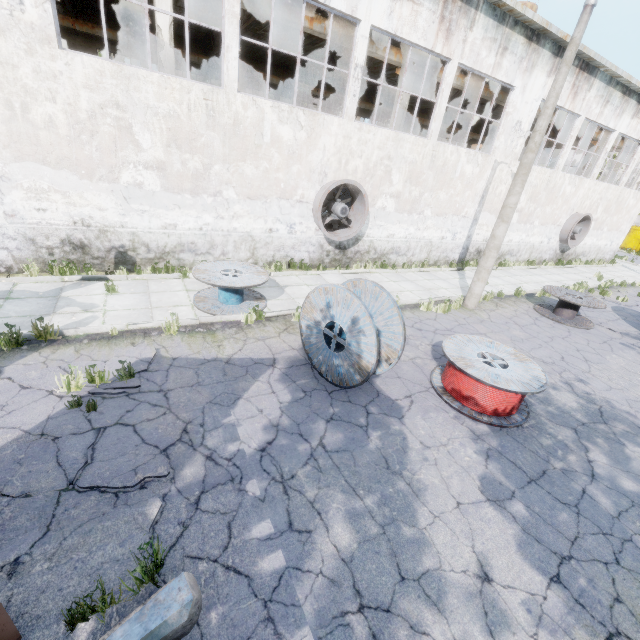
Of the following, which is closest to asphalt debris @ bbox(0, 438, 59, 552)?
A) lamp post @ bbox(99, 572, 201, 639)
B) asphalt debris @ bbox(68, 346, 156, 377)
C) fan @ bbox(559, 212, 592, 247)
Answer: lamp post @ bbox(99, 572, 201, 639)

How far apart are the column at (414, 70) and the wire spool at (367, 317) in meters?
11.2 m

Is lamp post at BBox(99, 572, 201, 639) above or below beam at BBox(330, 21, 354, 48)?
below

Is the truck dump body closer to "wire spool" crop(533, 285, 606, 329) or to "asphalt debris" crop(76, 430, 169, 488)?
"asphalt debris" crop(76, 430, 169, 488)

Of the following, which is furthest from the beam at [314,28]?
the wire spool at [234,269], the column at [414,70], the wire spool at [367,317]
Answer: the wire spool at [367,317]

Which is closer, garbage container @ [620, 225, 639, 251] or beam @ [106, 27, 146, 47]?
beam @ [106, 27, 146, 47]

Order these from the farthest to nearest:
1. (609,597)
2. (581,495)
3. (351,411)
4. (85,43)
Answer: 1. (85,43)
2. (351,411)
3. (581,495)
4. (609,597)

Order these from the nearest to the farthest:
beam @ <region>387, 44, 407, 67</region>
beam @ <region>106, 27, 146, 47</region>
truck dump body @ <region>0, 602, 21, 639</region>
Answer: truck dump body @ <region>0, 602, 21, 639</region> → beam @ <region>387, 44, 407, 67</region> → beam @ <region>106, 27, 146, 47</region>
